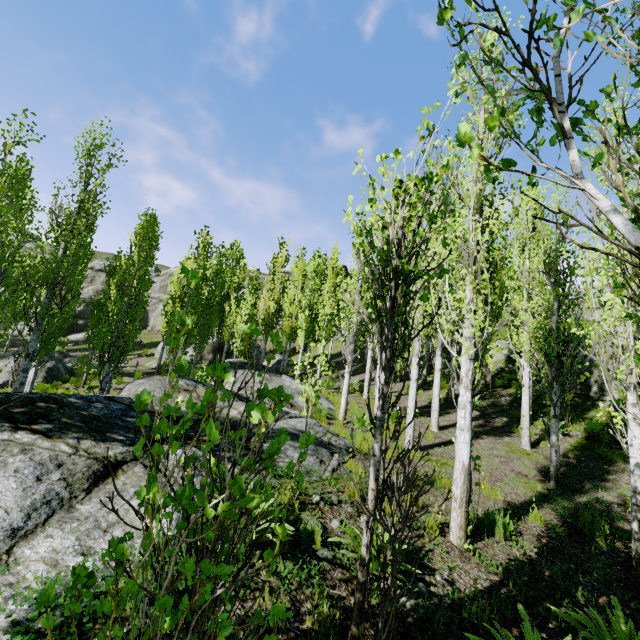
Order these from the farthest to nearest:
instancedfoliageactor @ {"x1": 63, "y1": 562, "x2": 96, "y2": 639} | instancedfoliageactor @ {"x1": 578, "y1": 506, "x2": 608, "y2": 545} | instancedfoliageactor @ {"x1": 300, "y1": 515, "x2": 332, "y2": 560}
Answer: instancedfoliageactor @ {"x1": 578, "y1": 506, "x2": 608, "y2": 545}
instancedfoliageactor @ {"x1": 300, "y1": 515, "x2": 332, "y2": 560}
instancedfoliageactor @ {"x1": 63, "y1": 562, "x2": 96, "y2": 639}

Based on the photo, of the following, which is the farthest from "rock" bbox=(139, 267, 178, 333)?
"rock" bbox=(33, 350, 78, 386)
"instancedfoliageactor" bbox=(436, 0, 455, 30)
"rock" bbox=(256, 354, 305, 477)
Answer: "rock" bbox=(256, 354, 305, 477)

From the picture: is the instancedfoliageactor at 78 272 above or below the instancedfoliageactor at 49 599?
above

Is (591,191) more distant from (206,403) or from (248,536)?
(248,536)

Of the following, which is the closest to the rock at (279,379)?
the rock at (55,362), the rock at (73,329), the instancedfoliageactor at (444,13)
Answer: the instancedfoliageactor at (444,13)

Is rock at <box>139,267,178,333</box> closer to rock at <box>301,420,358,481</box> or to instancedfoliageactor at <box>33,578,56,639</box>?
instancedfoliageactor at <box>33,578,56,639</box>

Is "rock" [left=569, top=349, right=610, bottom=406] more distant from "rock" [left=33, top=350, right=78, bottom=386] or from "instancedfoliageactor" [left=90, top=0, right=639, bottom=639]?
"rock" [left=33, top=350, right=78, bottom=386]

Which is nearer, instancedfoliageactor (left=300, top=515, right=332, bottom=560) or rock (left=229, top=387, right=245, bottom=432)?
instancedfoliageactor (left=300, top=515, right=332, bottom=560)
